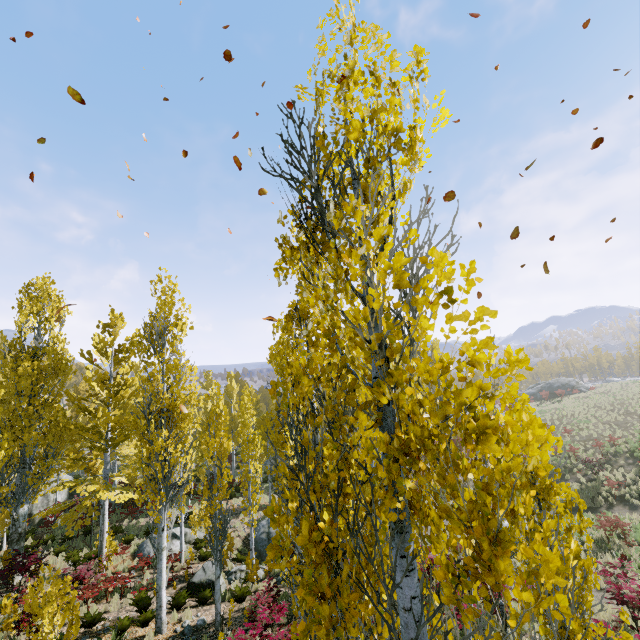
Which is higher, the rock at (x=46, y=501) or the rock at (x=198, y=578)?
the rock at (x=46, y=501)

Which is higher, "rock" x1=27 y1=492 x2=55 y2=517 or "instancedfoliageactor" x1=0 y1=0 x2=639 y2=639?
"instancedfoliageactor" x1=0 y1=0 x2=639 y2=639

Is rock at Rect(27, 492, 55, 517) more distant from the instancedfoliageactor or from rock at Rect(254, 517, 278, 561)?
rock at Rect(254, 517, 278, 561)

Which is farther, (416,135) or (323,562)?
(416,135)

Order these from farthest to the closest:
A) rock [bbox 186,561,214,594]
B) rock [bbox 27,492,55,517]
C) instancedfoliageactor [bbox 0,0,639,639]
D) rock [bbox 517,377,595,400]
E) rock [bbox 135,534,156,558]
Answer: rock [bbox 517,377,595,400] → rock [bbox 27,492,55,517] → rock [bbox 135,534,156,558] → rock [bbox 186,561,214,594] → instancedfoliageactor [bbox 0,0,639,639]

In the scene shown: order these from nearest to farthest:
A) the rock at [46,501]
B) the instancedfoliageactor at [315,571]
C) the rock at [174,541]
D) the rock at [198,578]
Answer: the instancedfoliageactor at [315,571]
the rock at [198,578]
the rock at [174,541]
the rock at [46,501]

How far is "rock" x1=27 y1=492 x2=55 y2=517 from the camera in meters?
20.7 m

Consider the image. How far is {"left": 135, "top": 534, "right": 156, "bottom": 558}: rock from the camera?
16.3m
